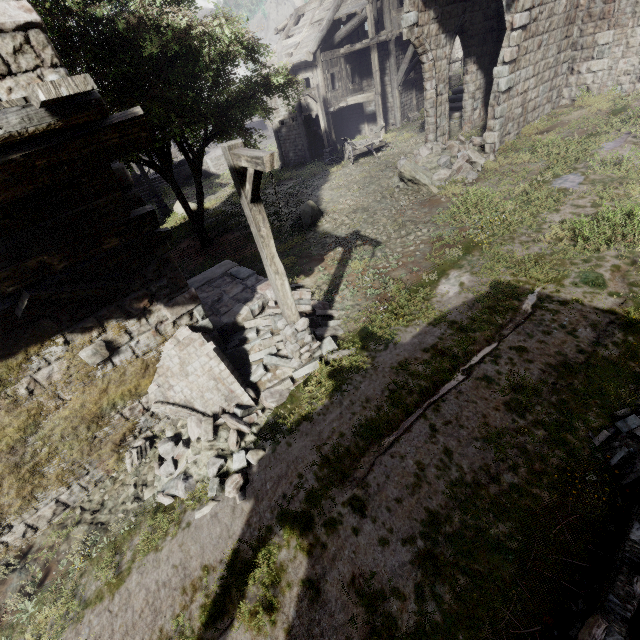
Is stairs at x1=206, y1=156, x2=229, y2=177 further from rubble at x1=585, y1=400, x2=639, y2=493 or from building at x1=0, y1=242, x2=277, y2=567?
rubble at x1=585, y1=400, x2=639, y2=493

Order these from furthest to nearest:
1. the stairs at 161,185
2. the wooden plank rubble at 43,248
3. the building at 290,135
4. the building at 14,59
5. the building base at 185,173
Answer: the building base at 185,173
the stairs at 161,185
the building at 290,135
the building at 14,59
the wooden plank rubble at 43,248

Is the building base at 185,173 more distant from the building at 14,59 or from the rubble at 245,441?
the rubble at 245,441

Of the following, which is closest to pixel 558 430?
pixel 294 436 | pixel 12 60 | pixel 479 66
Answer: pixel 294 436

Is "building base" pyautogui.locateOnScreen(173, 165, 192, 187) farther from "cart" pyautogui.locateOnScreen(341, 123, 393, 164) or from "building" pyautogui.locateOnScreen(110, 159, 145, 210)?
"cart" pyautogui.locateOnScreen(341, 123, 393, 164)

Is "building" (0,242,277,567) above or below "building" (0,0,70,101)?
below

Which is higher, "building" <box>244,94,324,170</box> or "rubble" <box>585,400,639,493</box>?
"building" <box>244,94,324,170</box>

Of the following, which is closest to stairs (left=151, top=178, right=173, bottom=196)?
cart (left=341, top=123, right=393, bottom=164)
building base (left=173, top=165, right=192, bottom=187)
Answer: building base (left=173, top=165, right=192, bottom=187)
